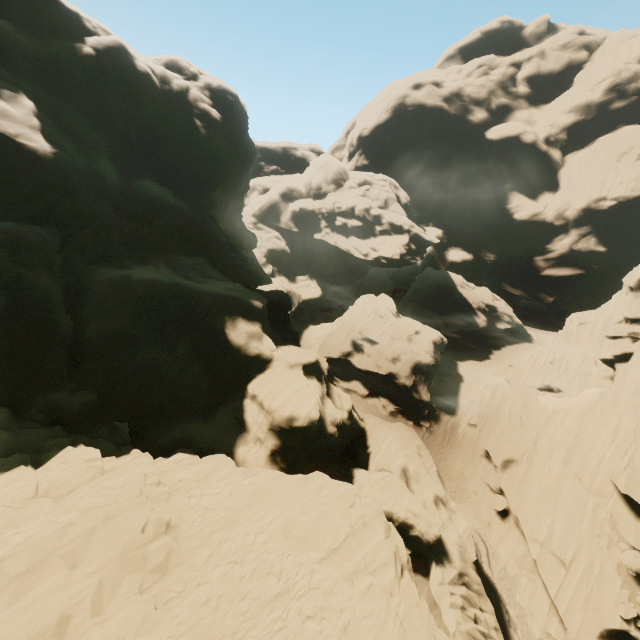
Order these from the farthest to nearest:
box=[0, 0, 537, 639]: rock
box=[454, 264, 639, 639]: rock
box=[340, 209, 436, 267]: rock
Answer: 1. box=[340, 209, 436, 267]: rock
2. box=[454, 264, 639, 639]: rock
3. box=[0, 0, 537, 639]: rock

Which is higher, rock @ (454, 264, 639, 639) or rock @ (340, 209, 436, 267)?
rock @ (340, 209, 436, 267)

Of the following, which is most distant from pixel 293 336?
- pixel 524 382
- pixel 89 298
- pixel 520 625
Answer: pixel 520 625

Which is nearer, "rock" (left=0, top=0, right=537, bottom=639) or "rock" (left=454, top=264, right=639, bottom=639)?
"rock" (left=0, top=0, right=537, bottom=639)

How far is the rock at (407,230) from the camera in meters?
55.5

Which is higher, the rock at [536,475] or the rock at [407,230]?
the rock at [407,230]

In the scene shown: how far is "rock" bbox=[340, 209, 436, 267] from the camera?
55.5 meters
